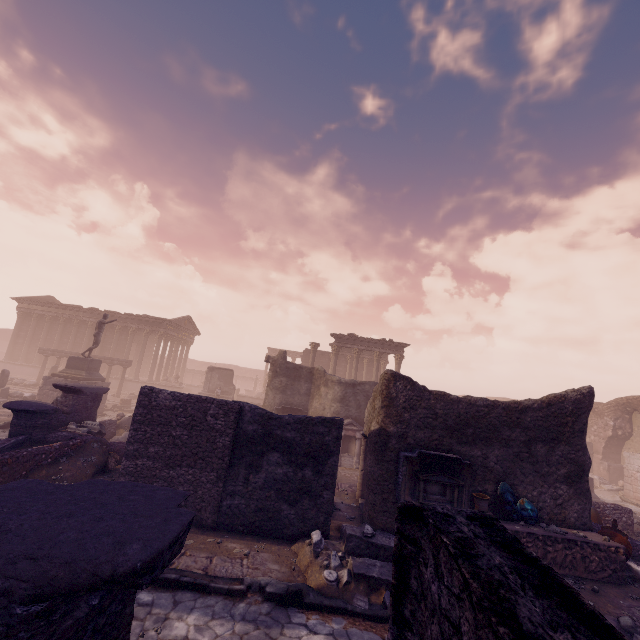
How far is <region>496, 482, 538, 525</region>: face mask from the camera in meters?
7.9 m

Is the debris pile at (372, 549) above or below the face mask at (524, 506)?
below

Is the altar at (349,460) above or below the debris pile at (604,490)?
above

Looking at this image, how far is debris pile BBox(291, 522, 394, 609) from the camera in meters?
5.6 m

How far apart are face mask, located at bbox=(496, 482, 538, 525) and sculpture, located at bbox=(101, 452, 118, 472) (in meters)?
11.13

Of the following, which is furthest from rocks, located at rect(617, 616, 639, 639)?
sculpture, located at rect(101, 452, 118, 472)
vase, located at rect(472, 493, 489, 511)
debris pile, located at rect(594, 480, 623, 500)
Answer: debris pile, located at rect(594, 480, 623, 500)

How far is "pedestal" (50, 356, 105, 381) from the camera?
17.88m

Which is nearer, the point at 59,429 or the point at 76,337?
the point at 59,429
